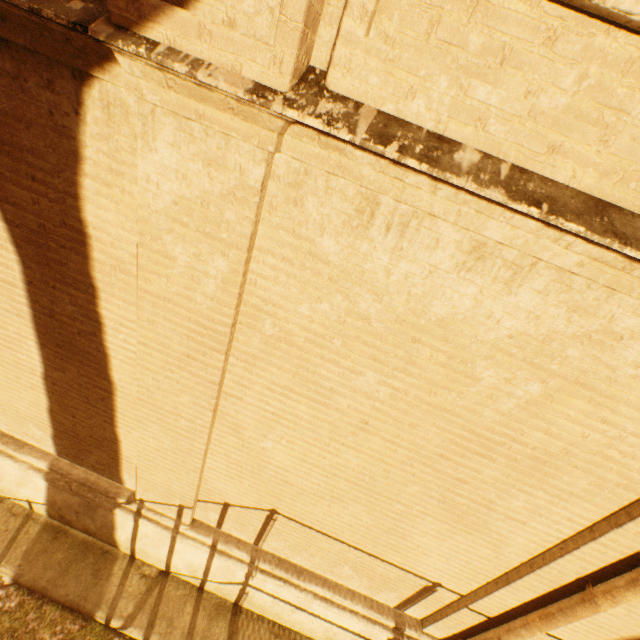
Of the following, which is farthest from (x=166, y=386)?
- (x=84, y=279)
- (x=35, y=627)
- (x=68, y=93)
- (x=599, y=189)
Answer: (x=35, y=627)
